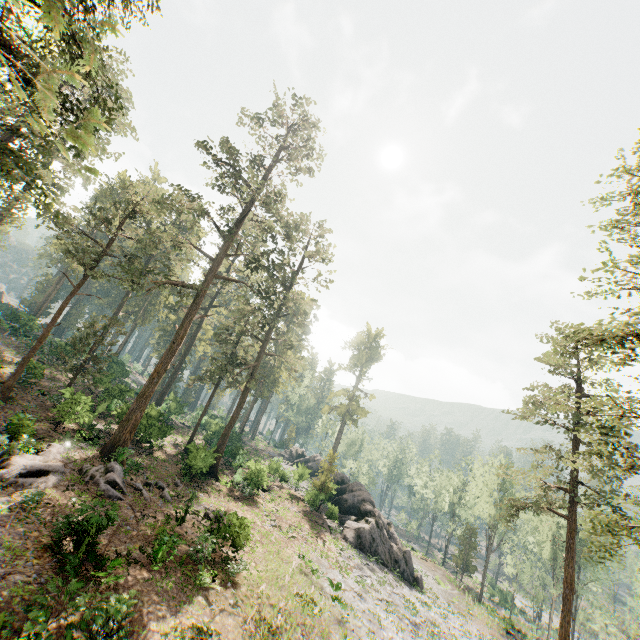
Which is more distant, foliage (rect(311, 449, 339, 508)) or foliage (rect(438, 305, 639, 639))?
foliage (rect(311, 449, 339, 508))

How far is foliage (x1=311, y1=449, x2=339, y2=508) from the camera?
35.09m

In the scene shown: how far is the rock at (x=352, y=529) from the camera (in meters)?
31.47

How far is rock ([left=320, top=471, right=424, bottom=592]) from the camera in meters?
31.5

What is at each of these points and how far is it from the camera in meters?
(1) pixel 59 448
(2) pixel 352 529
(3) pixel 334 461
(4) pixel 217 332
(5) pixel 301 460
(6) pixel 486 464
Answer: (1) foliage, 20.7 m
(2) rock, 32.2 m
(3) foliage, 36.0 m
(4) foliage, 34.2 m
(5) rock, 56.6 m
(6) foliage, 47.2 m

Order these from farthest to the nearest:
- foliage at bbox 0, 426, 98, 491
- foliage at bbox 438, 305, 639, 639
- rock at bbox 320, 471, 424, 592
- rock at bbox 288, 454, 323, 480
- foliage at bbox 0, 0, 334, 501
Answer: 1. rock at bbox 288, 454, 323, 480
2. rock at bbox 320, 471, 424, 592
3. foliage at bbox 0, 426, 98, 491
4. foliage at bbox 438, 305, 639, 639
5. foliage at bbox 0, 0, 334, 501

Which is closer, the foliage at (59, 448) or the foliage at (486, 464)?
the foliage at (486, 464)
